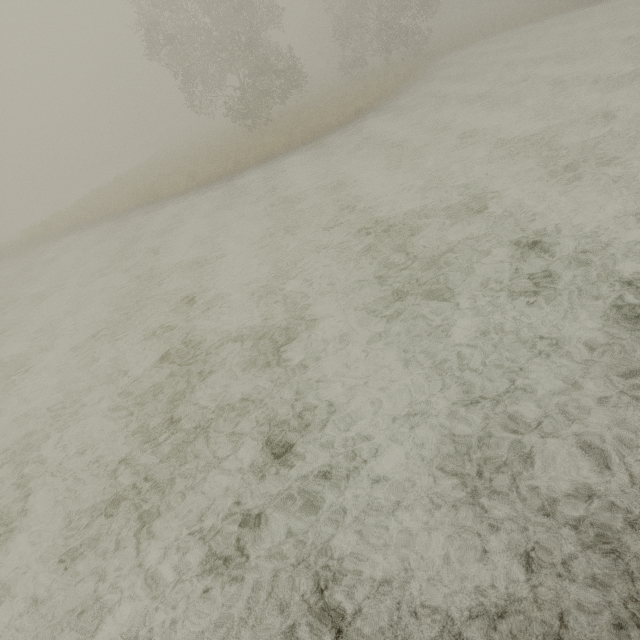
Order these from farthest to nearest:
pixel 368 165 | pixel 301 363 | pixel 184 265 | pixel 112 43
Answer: pixel 112 43, pixel 368 165, pixel 184 265, pixel 301 363
